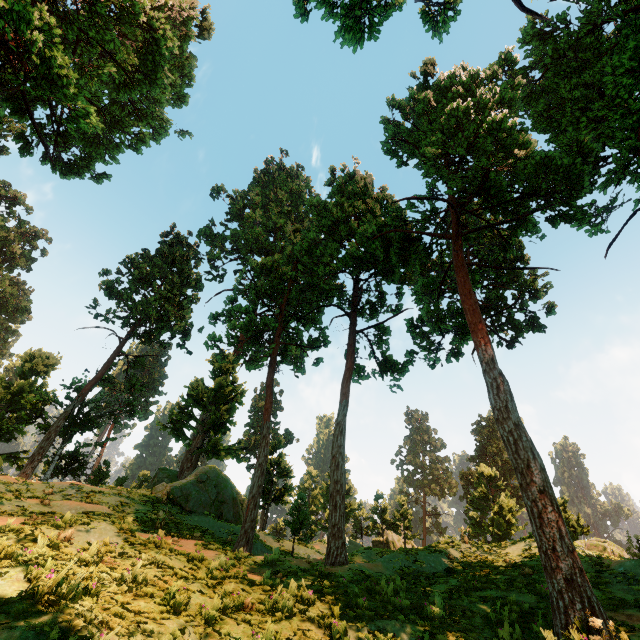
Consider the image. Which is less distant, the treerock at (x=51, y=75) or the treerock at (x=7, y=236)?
the treerock at (x=51, y=75)

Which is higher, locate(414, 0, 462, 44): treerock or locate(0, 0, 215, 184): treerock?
locate(0, 0, 215, 184): treerock

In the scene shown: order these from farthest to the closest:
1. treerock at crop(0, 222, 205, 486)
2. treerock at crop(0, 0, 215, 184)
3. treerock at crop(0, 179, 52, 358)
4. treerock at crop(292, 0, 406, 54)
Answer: treerock at crop(0, 179, 52, 358) < treerock at crop(0, 222, 205, 486) < treerock at crop(0, 0, 215, 184) < treerock at crop(292, 0, 406, 54)

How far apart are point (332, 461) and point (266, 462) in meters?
3.4 m

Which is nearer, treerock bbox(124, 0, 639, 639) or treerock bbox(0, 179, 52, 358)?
treerock bbox(124, 0, 639, 639)

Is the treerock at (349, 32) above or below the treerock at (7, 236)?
below
